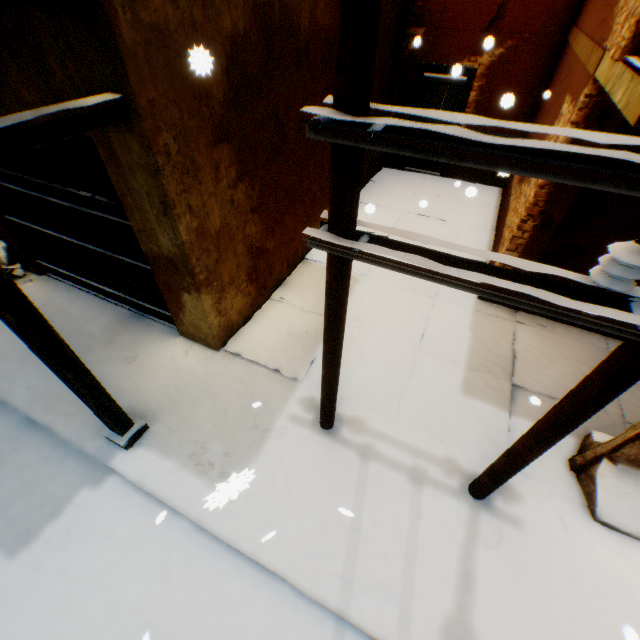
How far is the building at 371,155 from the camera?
8.3m

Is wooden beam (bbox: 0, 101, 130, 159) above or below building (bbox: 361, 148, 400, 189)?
above

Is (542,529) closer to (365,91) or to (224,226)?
(365,91)

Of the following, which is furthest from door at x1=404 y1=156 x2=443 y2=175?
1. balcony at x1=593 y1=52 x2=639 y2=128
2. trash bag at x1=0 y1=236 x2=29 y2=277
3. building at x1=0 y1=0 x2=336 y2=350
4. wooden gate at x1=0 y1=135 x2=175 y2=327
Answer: trash bag at x1=0 y1=236 x2=29 y2=277

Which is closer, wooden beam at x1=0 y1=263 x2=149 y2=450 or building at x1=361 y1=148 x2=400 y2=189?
wooden beam at x1=0 y1=263 x2=149 y2=450

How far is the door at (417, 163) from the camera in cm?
916

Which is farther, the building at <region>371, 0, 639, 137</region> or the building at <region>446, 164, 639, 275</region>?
the building at <region>446, 164, 639, 275</region>

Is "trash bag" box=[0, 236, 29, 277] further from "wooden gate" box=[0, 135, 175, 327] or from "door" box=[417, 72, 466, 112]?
"door" box=[417, 72, 466, 112]
